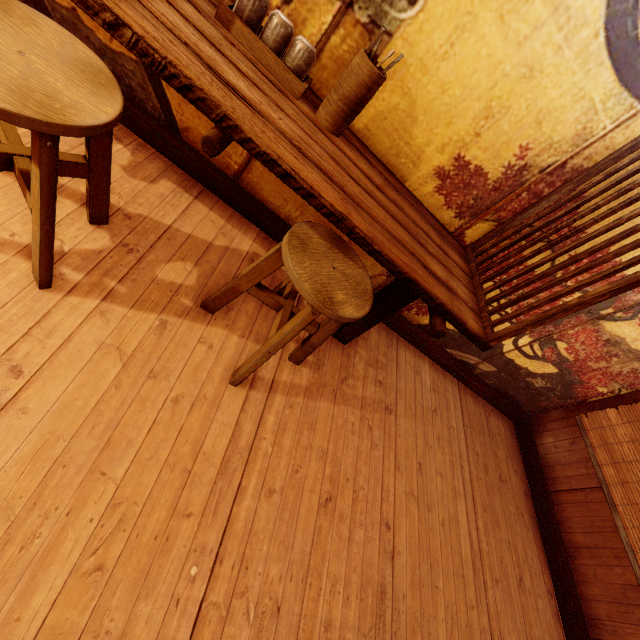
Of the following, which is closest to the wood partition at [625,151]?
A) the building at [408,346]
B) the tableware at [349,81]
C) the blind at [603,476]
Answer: the building at [408,346]

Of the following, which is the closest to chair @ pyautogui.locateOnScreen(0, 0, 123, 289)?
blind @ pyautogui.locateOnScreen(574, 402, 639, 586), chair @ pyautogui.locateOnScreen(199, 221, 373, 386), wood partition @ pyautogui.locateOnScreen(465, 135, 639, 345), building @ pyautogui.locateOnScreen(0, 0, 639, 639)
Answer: building @ pyautogui.locateOnScreen(0, 0, 639, 639)

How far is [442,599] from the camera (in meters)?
3.40

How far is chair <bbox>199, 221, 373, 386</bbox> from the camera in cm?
229

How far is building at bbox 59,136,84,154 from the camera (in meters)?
2.97

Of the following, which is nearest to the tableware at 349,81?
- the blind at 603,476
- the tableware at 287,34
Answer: the tableware at 287,34

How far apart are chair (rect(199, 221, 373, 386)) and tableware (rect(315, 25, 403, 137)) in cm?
94

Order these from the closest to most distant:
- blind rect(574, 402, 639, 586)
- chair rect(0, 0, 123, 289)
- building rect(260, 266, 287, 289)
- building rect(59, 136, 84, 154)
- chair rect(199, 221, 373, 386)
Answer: chair rect(0, 0, 123, 289)
chair rect(199, 221, 373, 386)
building rect(59, 136, 84, 154)
building rect(260, 266, 287, 289)
blind rect(574, 402, 639, 586)
